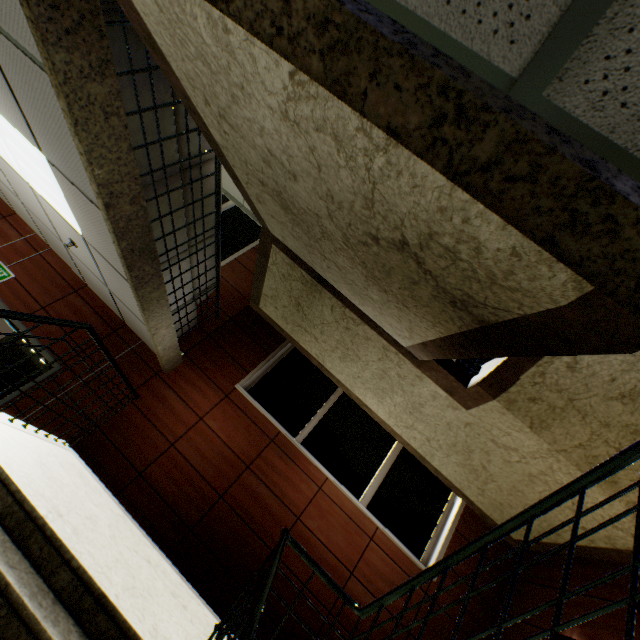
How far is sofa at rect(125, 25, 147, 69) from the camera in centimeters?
199cm

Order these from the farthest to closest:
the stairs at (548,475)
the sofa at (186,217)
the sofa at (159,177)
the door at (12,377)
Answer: the door at (12,377)
the sofa at (186,217)
the sofa at (159,177)
the stairs at (548,475)

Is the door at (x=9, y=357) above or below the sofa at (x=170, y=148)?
below

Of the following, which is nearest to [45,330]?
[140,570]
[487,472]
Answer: [140,570]

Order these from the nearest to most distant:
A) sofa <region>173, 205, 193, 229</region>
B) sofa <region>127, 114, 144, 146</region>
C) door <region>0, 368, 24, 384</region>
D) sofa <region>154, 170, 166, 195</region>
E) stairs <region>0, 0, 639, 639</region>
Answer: stairs <region>0, 0, 639, 639</region>
sofa <region>127, 114, 144, 146</region>
sofa <region>154, 170, 166, 195</region>
sofa <region>173, 205, 193, 229</region>
door <region>0, 368, 24, 384</region>

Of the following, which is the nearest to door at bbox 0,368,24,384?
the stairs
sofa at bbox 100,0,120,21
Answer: the stairs
